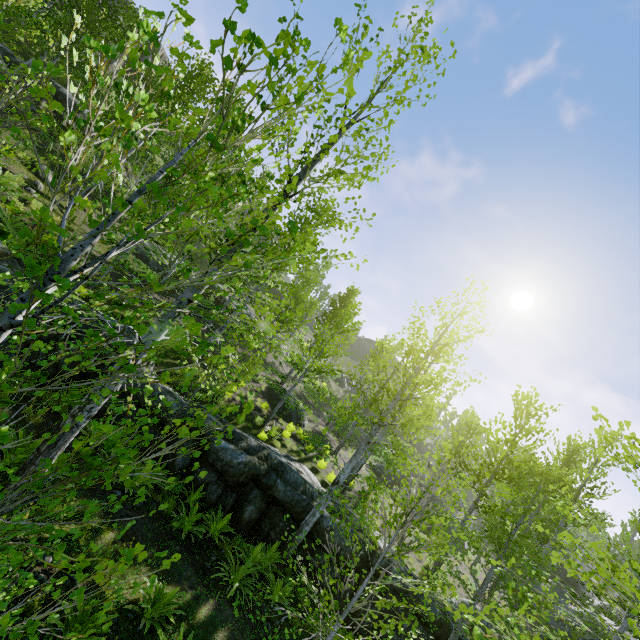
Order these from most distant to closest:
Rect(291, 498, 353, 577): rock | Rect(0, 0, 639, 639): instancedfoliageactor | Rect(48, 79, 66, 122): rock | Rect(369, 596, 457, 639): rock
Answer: Rect(48, 79, 66, 122): rock → Rect(291, 498, 353, 577): rock → Rect(369, 596, 457, 639): rock → Rect(0, 0, 639, 639): instancedfoliageactor

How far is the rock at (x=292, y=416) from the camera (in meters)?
19.57

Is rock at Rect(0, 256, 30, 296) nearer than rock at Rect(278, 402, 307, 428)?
Yes

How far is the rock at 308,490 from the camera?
9.77m

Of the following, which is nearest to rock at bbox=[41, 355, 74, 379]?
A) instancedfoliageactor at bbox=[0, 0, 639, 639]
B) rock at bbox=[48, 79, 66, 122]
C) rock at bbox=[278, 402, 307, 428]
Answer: instancedfoliageactor at bbox=[0, 0, 639, 639]

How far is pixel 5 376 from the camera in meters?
7.4 m

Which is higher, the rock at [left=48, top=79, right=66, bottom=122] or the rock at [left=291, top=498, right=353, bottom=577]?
the rock at [left=48, top=79, right=66, bottom=122]

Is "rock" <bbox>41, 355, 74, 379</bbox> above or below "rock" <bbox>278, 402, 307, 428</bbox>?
below
